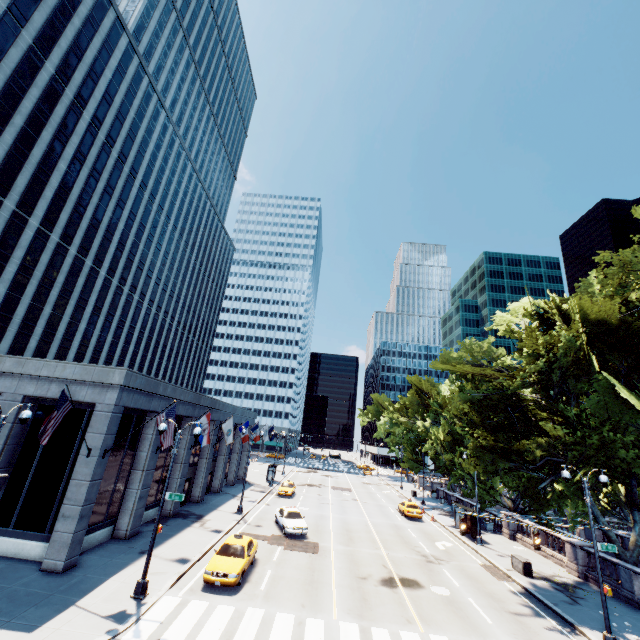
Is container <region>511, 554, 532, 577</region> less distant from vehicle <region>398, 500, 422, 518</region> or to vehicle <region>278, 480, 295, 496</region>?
vehicle <region>398, 500, 422, 518</region>

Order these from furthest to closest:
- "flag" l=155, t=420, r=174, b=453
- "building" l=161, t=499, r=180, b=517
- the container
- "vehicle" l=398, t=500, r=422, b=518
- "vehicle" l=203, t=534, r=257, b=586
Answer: "vehicle" l=398, t=500, r=422, b=518 → "building" l=161, t=499, r=180, b=517 → the container → "flag" l=155, t=420, r=174, b=453 → "vehicle" l=203, t=534, r=257, b=586

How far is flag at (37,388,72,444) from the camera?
14.2m

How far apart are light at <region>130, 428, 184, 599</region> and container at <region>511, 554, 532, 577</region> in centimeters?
2301cm

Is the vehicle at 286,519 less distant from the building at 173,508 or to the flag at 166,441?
the building at 173,508

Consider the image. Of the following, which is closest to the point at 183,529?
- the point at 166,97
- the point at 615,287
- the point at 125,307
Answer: the point at 615,287

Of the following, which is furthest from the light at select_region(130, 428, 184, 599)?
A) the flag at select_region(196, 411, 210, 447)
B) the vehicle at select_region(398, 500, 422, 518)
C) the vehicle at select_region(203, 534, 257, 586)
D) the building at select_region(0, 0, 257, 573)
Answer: the vehicle at select_region(398, 500, 422, 518)

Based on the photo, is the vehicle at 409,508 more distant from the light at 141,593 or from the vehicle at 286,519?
the light at 141,593
